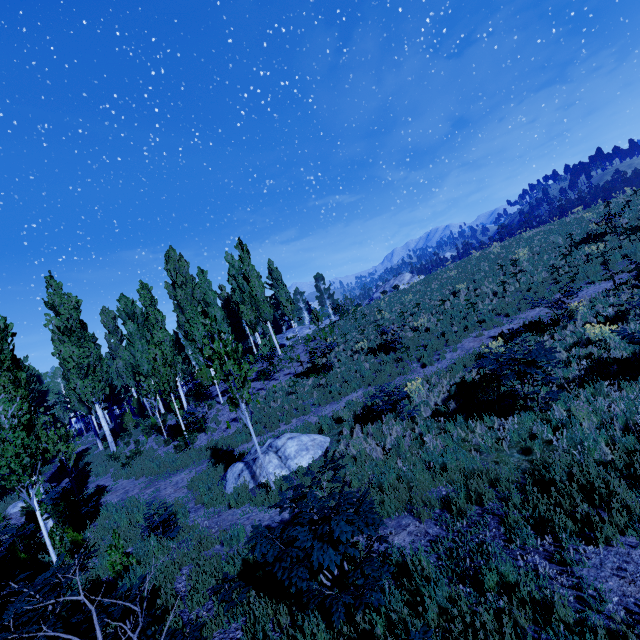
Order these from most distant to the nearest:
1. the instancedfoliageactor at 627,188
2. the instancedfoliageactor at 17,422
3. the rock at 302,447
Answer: the instancedfoliageactor at 627,188 → the rock at 302,447 → the instancedfoliageactor at 17,422

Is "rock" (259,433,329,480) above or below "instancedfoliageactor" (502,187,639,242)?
below

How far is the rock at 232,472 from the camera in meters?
9.5 m

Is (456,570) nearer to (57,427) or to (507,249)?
(507,249)

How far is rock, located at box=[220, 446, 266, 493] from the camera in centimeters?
955cm

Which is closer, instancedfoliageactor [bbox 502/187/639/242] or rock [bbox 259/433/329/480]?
rock [bbox 259/433/329/480]
